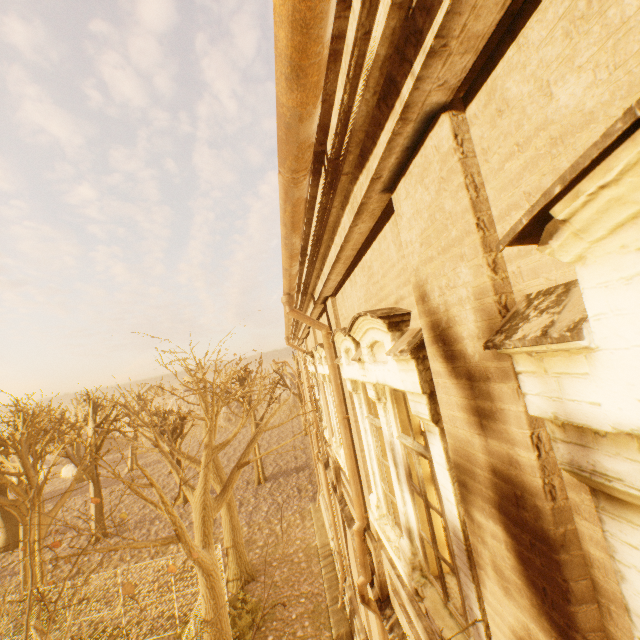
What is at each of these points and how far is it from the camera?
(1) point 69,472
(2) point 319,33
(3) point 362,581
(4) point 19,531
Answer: (1) rock, 45.53m
(2) gutter, 1.18m
(3) drain pipe, 5.12m
(4) tree, 24.66m

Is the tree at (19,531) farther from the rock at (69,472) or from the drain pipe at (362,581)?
the rock at (69,472)

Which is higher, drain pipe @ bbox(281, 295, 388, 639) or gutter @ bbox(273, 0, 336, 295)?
gutter @ bbox(273, 0, 336, 295)

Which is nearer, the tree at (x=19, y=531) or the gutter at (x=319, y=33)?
the gutter at (x=319, y=33)

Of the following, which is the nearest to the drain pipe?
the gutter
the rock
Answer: the gutter

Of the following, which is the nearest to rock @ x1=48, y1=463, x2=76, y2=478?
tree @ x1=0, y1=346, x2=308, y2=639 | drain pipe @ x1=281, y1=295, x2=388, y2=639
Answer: tree @ x1=0, y1=346, x2=308, y2=639

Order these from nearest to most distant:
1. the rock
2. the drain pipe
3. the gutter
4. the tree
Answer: the gutter → the tree → the drain pipe → the rock

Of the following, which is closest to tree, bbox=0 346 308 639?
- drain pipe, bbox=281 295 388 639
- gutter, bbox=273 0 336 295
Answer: gutter, bbox=273 0 336 295
